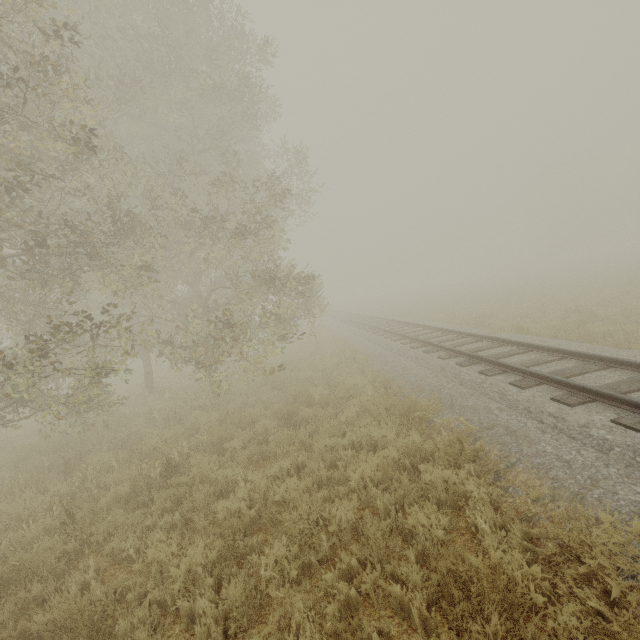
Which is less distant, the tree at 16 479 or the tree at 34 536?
the tree at 34 536

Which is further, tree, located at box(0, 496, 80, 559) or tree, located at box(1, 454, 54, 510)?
tree, located at box(1, 454, 54, 510)

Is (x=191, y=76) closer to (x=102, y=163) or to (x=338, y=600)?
(x=102, y=163)
